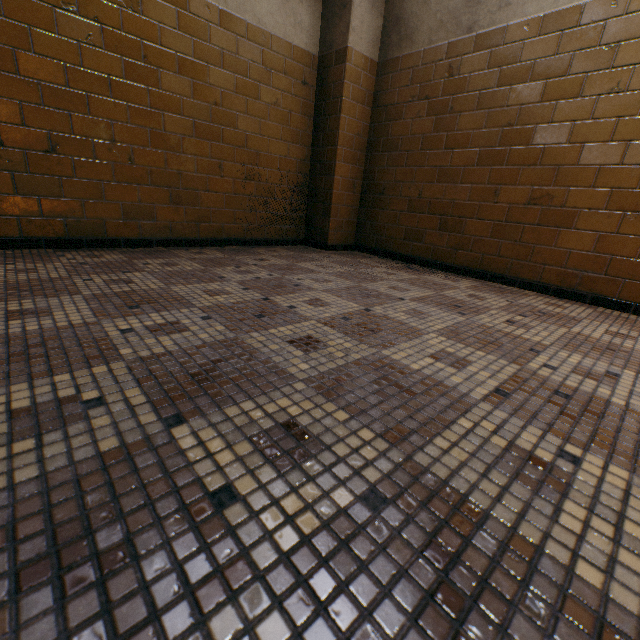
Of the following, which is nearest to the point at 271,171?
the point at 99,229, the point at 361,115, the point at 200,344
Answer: the point at 361,115
